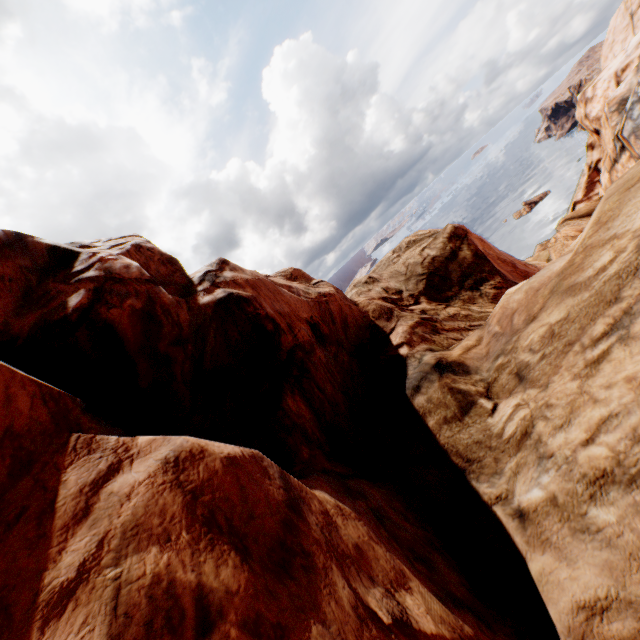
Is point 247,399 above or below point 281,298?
below
